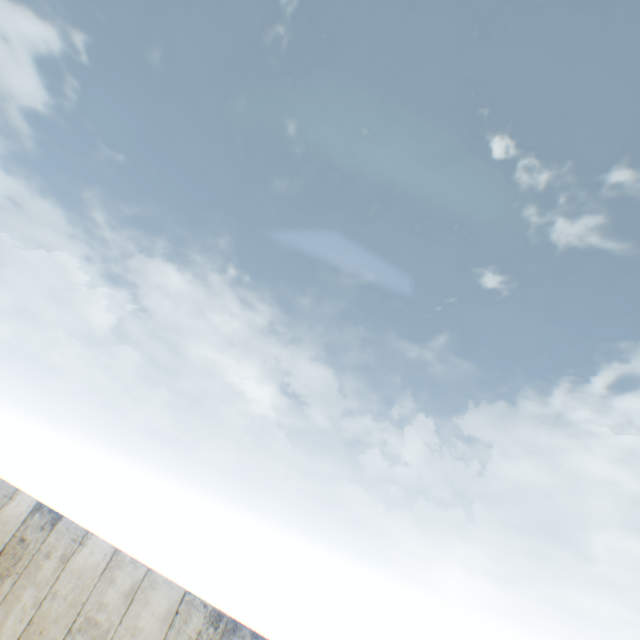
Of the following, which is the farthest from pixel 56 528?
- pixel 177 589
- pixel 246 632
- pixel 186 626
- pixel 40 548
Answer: pixel 246 632
